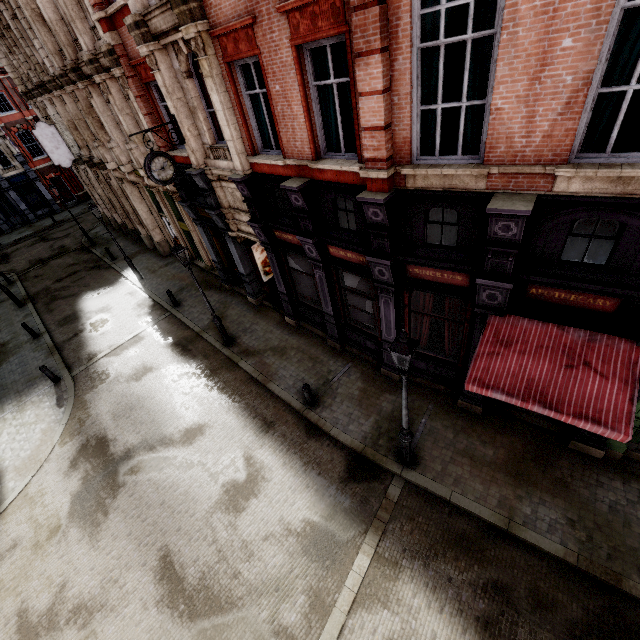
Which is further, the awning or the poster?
the poster

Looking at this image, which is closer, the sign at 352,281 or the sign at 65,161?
the sign at 352,281

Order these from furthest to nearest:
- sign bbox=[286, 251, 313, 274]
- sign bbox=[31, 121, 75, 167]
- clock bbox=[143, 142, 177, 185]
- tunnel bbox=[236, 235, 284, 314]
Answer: sign bbox=[31, 121, 75, 167]
tunnel bbox=[236, 235, 284, 314]
sign bbox=[286, 251, 313, 274]
clock bbox=[143, 142, 177, 185]

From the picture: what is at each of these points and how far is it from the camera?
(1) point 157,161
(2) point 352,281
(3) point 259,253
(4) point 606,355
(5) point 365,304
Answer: (1) clock, 10.4m
(2) sign, 9.7m
(3) poster, 14.5m
(4) awning, 5.8m
(5) sign, 9.9m

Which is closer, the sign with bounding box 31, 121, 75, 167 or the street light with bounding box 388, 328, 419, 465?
the street light with bounding box 388, 328, 419, 465

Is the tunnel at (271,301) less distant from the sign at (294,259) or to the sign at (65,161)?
the sign at (294,259)

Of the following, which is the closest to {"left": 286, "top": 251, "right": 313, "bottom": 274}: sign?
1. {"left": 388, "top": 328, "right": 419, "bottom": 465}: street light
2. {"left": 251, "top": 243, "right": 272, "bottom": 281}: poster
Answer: {"left": 251, "top": 243, "right": 272, "bottom": 281}: poster

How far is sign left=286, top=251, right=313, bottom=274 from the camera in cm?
1082
